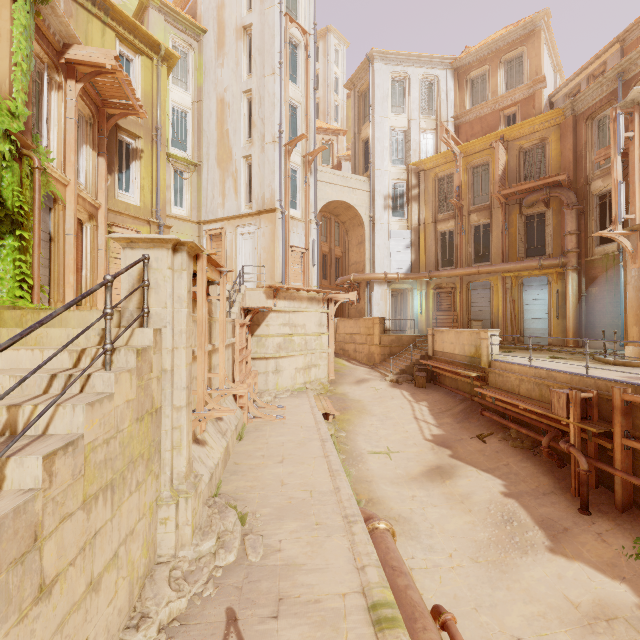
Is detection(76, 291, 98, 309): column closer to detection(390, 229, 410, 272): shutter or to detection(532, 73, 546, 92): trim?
detection(390, 229, 410, 272): shutter

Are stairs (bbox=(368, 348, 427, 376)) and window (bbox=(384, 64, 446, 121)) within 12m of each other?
no

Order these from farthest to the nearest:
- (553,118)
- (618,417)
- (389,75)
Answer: (389,75)
(553,118)
(618,417)

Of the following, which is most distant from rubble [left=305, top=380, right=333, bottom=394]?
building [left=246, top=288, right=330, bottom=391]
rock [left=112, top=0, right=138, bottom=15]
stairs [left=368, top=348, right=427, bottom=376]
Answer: rock [left=112, top=0, right=138, bottom=15]

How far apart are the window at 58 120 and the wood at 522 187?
19.6m

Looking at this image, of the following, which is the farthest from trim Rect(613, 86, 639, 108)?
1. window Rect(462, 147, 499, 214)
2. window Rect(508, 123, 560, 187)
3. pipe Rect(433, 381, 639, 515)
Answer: pipe Rect(433, 381, 639, 515)

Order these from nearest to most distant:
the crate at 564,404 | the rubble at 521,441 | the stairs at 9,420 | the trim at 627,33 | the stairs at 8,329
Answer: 1. the stairs at 9,420
2. the stairs at 8,329
3. the crate at 564,404
4. the rubble at 521,441
5. the trim at 627,33

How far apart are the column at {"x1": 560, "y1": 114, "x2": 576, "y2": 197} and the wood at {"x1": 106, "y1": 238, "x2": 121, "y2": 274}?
21.4 meters
